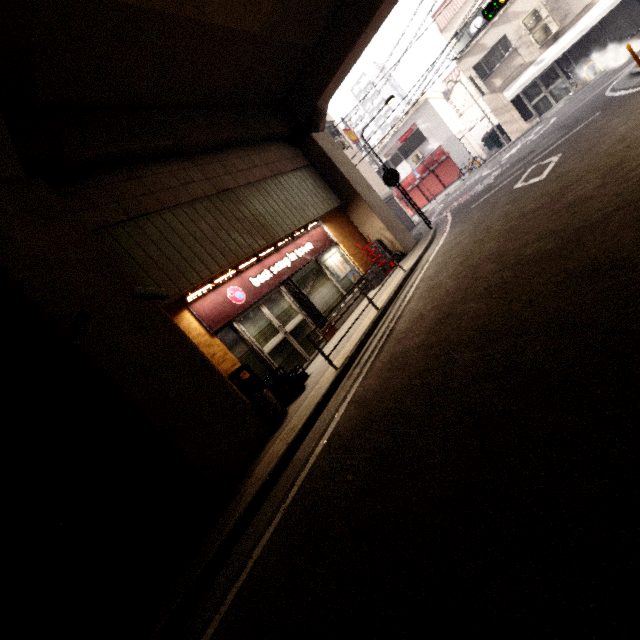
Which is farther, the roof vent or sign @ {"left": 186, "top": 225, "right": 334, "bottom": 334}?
sign @ {"left": 186, "top": 225, "right": 334, "bottom": 334}

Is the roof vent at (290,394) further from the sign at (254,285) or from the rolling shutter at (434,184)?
the rolling shutter at (434,184)

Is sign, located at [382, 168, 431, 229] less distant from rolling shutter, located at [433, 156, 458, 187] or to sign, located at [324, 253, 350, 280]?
sign, located at [324, 253, 350, 280]

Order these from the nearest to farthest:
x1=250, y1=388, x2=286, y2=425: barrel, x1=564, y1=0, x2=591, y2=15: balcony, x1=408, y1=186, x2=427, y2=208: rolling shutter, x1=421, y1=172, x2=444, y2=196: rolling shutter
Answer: x1=250, y1=388, x2=286, y2=425: barrel < x1=564, y1=0, x2=591, y2=15: balcony < x1=421, y1=172, x2=444, y2=196: rolling shutter < x1=408, y1=186, x2=427, y2=208: rolling shutter

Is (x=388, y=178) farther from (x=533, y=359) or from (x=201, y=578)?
(x=201, y=578)

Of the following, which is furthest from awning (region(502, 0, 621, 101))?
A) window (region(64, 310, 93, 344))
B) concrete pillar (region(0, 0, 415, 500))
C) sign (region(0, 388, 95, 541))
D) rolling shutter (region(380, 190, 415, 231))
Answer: sign (region(0, 388, 95, 541))

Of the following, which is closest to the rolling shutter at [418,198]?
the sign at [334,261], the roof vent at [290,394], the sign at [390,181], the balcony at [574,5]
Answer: the balcony at [574,5]

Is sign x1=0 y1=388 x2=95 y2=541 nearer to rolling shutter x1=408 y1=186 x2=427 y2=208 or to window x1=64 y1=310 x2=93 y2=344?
window x1=64 y1=310 x2=93 y2=344
